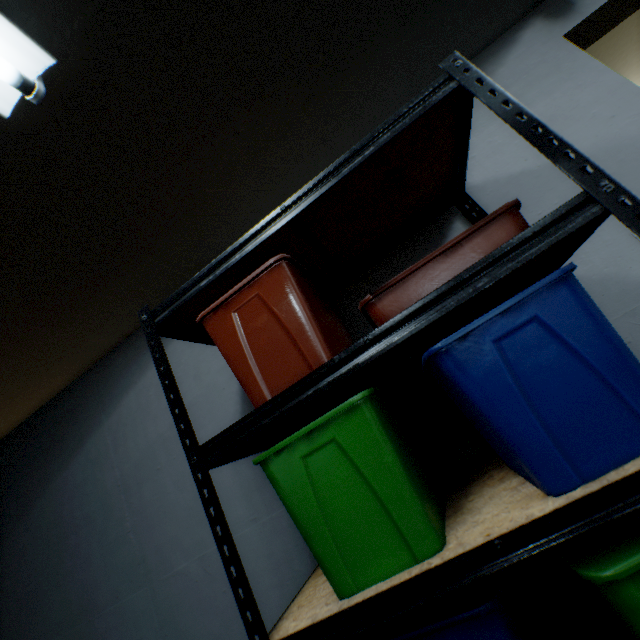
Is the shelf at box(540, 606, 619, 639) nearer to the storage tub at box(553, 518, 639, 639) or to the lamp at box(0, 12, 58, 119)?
the storage tub at box(553, 518, 639, 639)

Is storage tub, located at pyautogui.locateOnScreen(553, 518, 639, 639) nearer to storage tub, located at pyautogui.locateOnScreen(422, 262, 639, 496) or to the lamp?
storage tub, located at pyautogui.locateOnScreen(422, 262, 639, 496)

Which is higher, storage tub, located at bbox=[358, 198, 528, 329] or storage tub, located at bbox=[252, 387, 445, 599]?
storage tub, located at bbox=[358, 198, 528, 329]

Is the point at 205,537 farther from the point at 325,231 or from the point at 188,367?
the point at 325,231

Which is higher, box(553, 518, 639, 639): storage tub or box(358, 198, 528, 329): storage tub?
box(358, 198, 528, 329): storage tub

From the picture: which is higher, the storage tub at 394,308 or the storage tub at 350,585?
the storage tub at 394,308

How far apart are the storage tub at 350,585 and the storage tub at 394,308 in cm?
16

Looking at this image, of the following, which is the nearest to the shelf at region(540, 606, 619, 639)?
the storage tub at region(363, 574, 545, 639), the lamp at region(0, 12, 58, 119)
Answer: the storage tub at region(363, 574, 545, 639)
